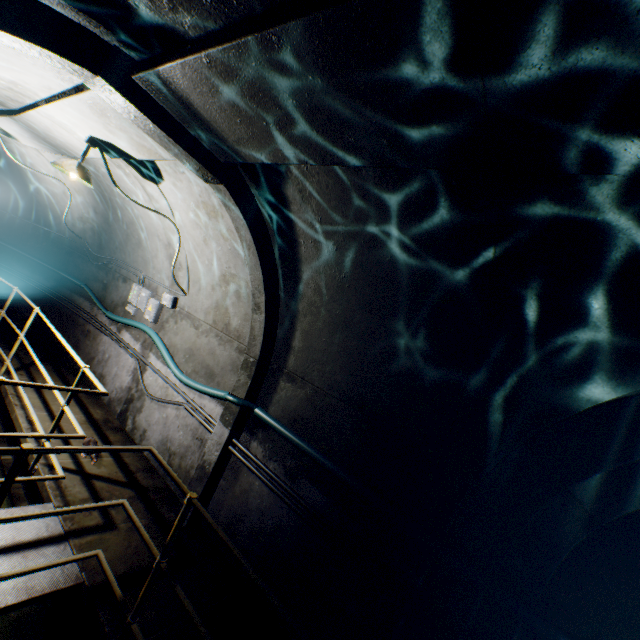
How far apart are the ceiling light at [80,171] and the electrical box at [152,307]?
2.2 meters

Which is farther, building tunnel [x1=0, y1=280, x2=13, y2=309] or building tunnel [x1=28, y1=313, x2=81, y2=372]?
building tunnel [x1=0, y1=280, x2=13, y2=309]

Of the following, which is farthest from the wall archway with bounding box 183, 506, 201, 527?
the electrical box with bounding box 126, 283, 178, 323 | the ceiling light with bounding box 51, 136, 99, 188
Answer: the electrical box with bounding box 126, 283, 178, 323

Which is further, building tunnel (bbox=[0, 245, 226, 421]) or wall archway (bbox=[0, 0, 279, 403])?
building tunnel (bbox=[0, 245, 226, 421])

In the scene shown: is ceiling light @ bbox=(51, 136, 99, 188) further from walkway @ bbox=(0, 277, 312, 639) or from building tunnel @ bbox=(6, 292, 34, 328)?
walkway @ bbox=(0, 277, 312, 639)

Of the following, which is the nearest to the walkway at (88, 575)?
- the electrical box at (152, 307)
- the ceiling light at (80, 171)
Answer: the electrical box at (152, 307)

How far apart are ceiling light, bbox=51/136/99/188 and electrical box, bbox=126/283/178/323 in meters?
2.2

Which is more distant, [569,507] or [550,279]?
[569,507]
